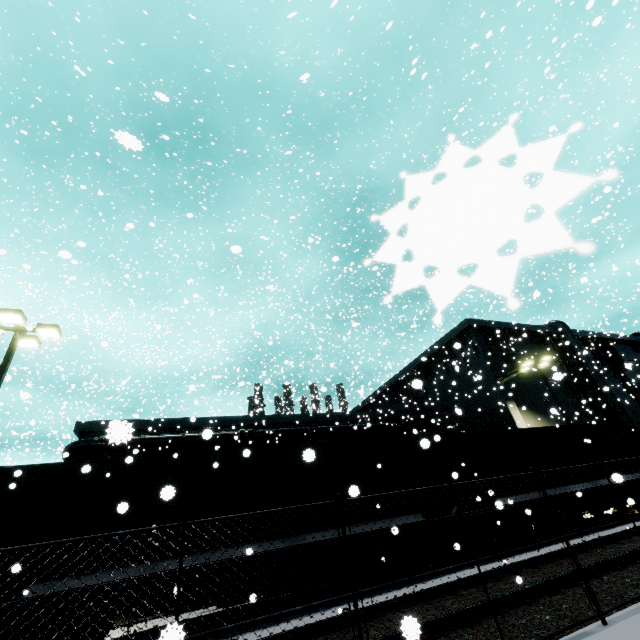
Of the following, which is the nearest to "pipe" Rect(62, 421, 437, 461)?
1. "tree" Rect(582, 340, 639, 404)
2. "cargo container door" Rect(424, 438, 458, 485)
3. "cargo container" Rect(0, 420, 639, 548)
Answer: "cargo container" Rect(0, 420, 639, 548)

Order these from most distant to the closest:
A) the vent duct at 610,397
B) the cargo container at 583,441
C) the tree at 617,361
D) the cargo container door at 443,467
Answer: the tree at 617,361 → the vent duct at 610,397 → the cargo container door at 443,467 → the cargo container at 583,441

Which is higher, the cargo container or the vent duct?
the vent duct

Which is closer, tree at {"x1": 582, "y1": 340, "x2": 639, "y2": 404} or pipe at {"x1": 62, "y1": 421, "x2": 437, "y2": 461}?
pipe at {"x1": 62, "y1": 421, "x2": 437, "y2": 461}

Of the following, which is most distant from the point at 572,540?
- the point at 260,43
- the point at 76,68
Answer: the point at 260,43

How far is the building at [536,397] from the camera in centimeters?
2406cm

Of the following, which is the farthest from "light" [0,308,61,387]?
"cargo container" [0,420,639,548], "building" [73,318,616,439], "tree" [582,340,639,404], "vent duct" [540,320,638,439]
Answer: "vent duct" [540,320,638,439]

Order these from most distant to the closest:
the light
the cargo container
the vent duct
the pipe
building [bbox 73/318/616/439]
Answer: the vent duct
building [bbox 73/318/616/439]
the pipe
the light
the cargo container
